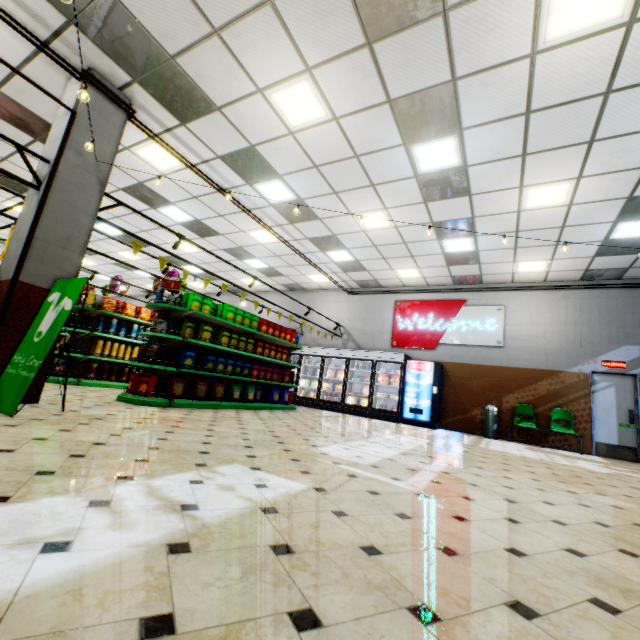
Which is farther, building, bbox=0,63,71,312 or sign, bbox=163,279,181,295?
sign, bbox=163,279,181,295

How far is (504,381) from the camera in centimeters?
1002cm

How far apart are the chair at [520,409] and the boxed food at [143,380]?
9.3 meters

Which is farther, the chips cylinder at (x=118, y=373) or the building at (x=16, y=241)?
the chips cylinder at (x=118, y=373)

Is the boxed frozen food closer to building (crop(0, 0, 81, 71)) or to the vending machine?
the vending machine

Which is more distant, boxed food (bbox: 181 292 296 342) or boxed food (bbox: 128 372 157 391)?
boxed food (bbox: 181 292 296 342)

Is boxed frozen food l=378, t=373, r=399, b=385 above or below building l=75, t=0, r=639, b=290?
below

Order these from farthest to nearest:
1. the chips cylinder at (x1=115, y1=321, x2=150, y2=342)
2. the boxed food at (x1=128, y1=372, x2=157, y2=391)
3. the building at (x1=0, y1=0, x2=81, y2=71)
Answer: the chips cylinder at (x1=115, y1=321, x2=150, y2=342)
the boxed food at (x1=128, y1=372, x2=157, y2=391)
the building at (x1=0, y1=0, x2=81, y2=71)
